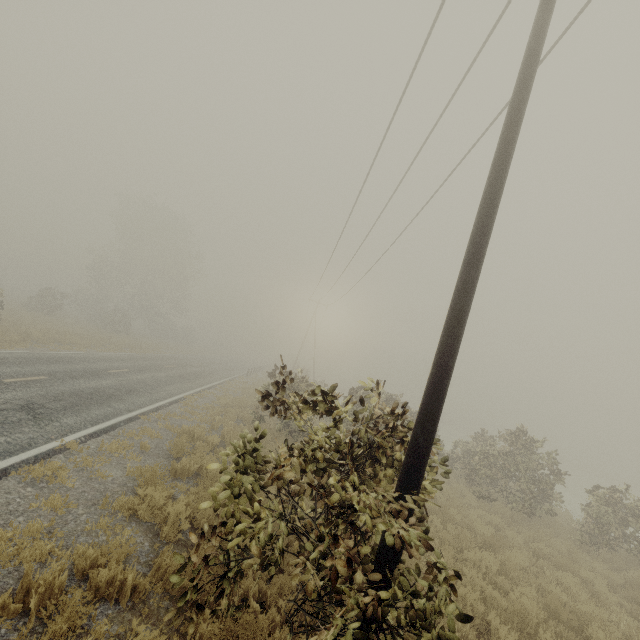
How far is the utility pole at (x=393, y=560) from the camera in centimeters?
360cm

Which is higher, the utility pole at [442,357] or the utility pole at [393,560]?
the utility pole at [442,357]

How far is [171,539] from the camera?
5.51m

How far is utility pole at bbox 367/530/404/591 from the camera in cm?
360

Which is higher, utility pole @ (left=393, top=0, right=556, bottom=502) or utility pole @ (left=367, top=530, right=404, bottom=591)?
Answer: utility pole @ (left=393, top=0, right=556, bottom=502)
